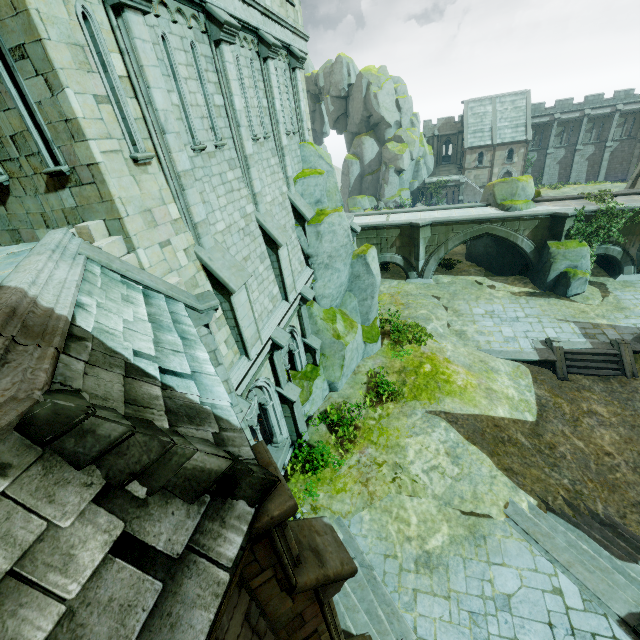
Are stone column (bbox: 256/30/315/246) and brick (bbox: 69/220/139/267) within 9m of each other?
yes

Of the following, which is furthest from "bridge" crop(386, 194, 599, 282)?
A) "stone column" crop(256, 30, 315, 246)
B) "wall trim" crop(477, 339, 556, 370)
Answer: "stone column" crop(256, 30, 315, 246)

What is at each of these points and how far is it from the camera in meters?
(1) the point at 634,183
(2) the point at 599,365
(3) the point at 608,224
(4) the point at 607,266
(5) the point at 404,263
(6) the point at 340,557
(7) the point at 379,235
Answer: (1) building, 36.1
(2) stair, 16.5
(3) plant, 21.0
(4) bridge, 23.9
(5) bridge, 26.0
(6) stone column, 3.8
(7) bridge arch, 25.4

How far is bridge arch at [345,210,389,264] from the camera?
25.19m

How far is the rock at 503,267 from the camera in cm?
2136

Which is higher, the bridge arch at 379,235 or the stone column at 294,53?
the stone column at 294,53

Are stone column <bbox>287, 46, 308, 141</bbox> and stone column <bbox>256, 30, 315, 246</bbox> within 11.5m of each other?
yes

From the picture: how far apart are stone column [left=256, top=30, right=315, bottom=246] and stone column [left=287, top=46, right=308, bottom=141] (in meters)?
1.95
